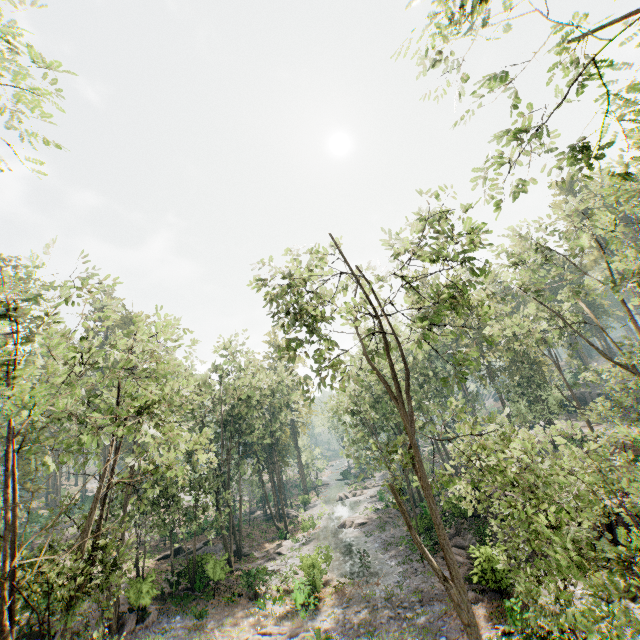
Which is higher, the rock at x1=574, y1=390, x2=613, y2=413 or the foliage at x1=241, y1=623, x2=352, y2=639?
the rock at x1=574, y1=390, x2=613, y2=413

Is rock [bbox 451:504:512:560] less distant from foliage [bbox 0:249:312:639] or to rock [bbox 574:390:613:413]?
foliage [bbox 0:249:312:639]

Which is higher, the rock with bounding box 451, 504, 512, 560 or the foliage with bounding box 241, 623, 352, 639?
the rock with bounding box 451, 504, 512, 560

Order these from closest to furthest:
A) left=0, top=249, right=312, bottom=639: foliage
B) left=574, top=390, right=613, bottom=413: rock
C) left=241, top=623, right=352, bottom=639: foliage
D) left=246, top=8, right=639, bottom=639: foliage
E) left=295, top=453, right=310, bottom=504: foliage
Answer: left=246, top=8, right=639, bottom=639: foliage → left=0, top=249, right=312, bottom=639: foliage → left=241, top=623, right=352, bottom=639: foliage → left=574, top=390, right=613, bottom=413: rock → left=295, top=453, right=310, bottom=504: foliage

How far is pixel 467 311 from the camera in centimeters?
1309cm

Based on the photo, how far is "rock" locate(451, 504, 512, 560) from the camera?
18.63m

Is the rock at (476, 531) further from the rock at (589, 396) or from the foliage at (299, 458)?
the rock at (589, 396)
